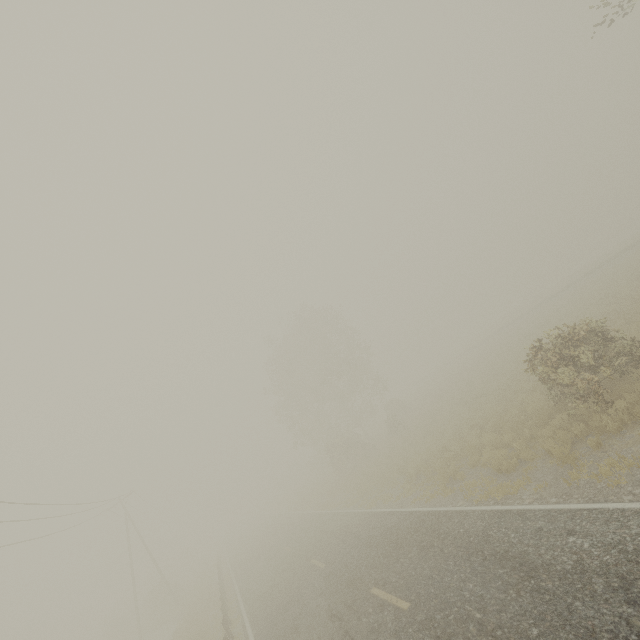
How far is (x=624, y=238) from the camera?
52.94m

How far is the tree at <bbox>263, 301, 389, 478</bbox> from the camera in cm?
3432

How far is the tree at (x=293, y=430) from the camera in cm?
3432
